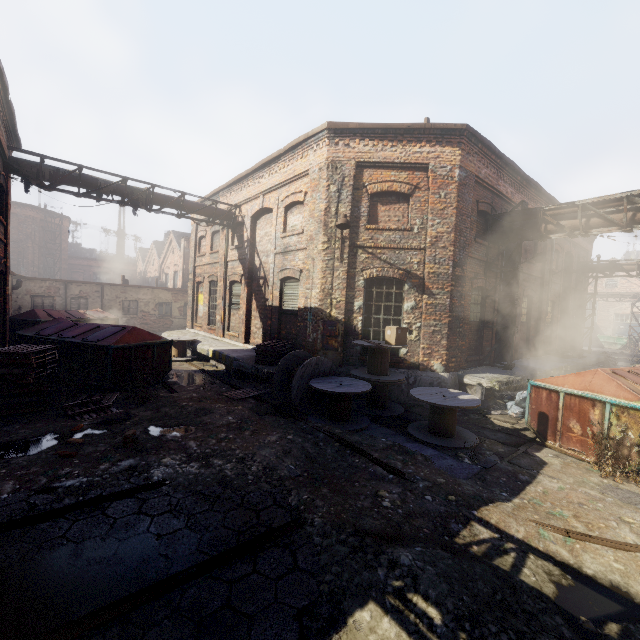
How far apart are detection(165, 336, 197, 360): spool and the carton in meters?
9.6 m

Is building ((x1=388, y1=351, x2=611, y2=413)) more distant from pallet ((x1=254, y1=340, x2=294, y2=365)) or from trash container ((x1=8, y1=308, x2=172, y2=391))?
trash container ((x1=8, y1=308, x2=172, y2=391))

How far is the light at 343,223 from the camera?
9.15m

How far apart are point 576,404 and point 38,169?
16.9 meters

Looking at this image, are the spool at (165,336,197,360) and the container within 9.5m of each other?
no

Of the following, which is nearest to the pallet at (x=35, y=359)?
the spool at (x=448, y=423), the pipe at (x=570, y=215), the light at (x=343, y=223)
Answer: the light at (x=343, y=223)

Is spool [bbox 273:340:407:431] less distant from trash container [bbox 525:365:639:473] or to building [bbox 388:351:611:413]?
building [bbox 388:351:611:413]

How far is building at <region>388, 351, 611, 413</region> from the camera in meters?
9.9 m
